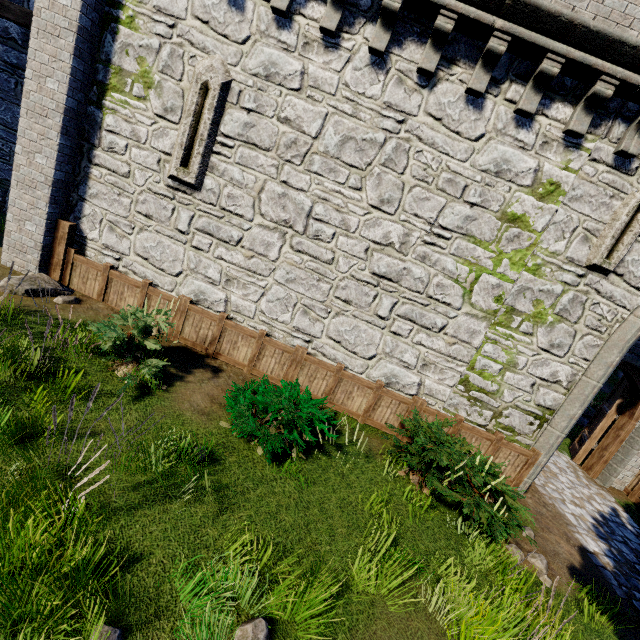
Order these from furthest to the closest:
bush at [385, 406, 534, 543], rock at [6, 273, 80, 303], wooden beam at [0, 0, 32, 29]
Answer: wooden beam at [0, 0, 32, 29] → rock at [6, 273, 80, 303] → bush at [385, 406, 534, 543]

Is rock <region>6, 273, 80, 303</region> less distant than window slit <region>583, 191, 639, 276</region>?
No

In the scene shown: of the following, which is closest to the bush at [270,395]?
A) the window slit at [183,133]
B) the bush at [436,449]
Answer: the bush at [436,449]

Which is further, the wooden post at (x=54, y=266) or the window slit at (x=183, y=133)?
the wooden post at (x=54, y=266)

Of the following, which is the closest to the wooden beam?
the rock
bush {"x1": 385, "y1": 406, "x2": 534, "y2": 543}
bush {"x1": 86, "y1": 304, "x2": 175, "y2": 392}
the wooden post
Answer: the wooden post

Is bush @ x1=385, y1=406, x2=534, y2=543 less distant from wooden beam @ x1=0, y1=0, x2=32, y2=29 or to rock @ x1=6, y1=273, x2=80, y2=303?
rock @ x1=6, y1=273, x2=80, y2=303

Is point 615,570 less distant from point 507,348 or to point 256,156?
point 507,348

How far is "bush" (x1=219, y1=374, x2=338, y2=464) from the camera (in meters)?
5.42
